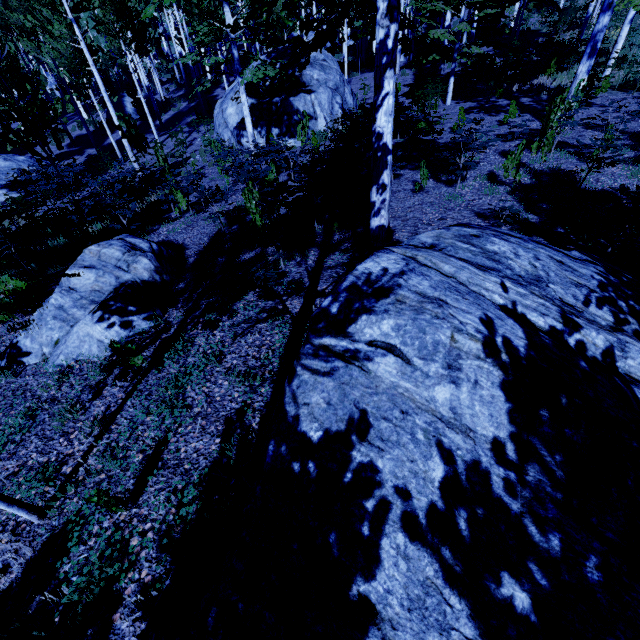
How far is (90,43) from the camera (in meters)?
16.77

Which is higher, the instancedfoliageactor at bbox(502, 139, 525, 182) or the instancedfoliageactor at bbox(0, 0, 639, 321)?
the instancedfoliageactor at bbox(0, 0, 639, 321)

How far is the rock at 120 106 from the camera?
25.36m

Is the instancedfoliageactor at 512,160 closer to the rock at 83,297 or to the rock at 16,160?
the rock at 16,160

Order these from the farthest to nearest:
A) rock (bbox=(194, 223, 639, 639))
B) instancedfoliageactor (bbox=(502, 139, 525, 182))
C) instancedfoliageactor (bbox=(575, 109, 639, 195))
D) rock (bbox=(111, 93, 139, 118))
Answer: rock (bbox=(111, 93, 139, 118))
instancedfoliageactor (bbox=(502, 139, 525, 182))
instancedfoliageactor (bbox=(575, 109, 639, 195))
rock (bbox=(194, 223, 639, 639))

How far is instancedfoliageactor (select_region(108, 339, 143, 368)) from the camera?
3.7 meters

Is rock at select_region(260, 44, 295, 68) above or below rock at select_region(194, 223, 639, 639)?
above

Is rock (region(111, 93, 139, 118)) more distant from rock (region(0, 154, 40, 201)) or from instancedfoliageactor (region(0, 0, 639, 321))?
rock (region(0, 154, 40, 201))
